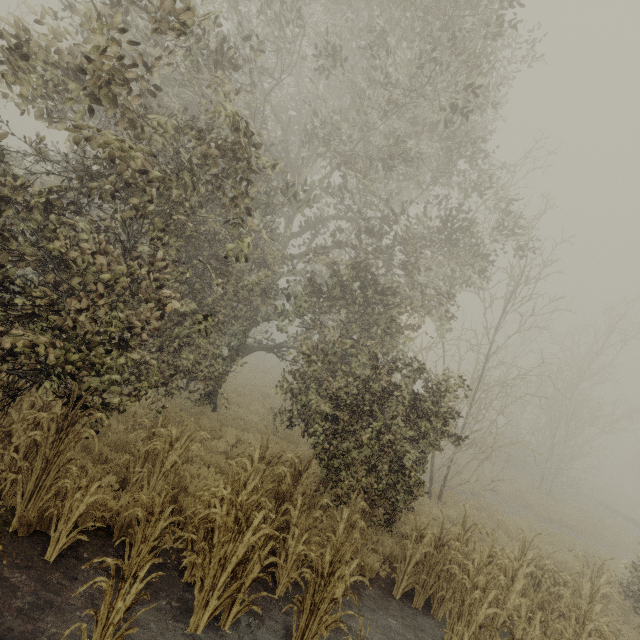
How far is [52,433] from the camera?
4.45m
